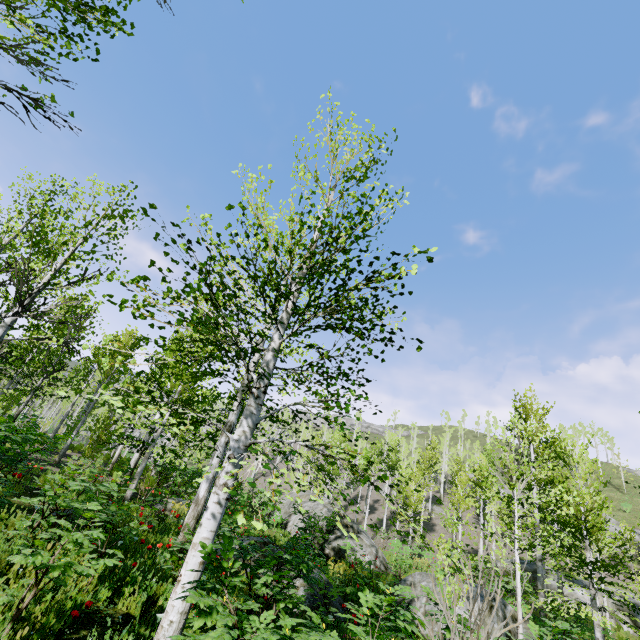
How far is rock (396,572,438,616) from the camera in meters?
8.7

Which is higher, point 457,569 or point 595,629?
point 457,569

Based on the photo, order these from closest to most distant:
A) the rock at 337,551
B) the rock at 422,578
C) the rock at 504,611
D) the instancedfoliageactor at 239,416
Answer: the instancedfoliageactor at 239,416 → the rock at 504,611 → the rock at 422,578 → the rock at 337,551

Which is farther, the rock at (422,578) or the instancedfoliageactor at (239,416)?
the rock at (422,578)

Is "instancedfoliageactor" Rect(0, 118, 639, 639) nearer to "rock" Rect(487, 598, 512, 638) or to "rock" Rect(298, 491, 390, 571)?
"rock" Rect(298, 491, 390, 571)
